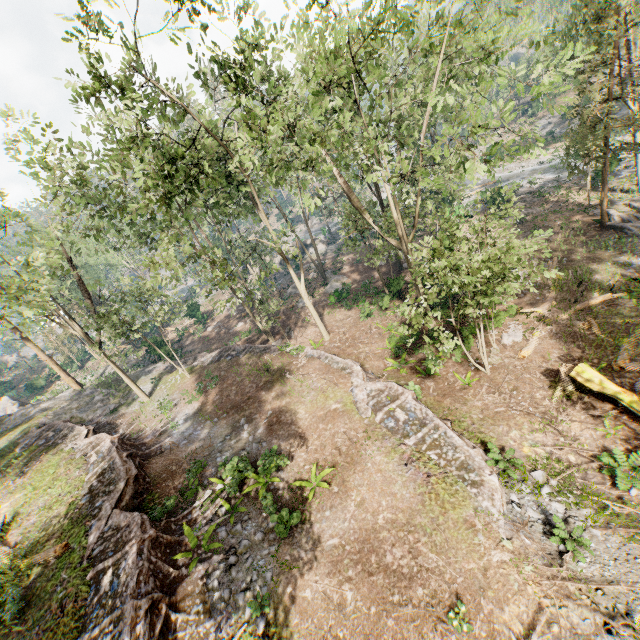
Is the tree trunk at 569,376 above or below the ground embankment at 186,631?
below

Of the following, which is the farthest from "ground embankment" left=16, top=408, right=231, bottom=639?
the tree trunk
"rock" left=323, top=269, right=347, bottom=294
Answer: "rock" left=323, top=269, right=347, bottom=294

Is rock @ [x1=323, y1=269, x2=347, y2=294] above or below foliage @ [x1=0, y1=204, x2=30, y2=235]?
below

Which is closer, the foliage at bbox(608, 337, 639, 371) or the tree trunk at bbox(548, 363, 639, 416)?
the tree trunk at bbox(548, 363, 639, 416)

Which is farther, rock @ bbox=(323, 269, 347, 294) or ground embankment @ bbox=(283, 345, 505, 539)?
rock @ bbox=(323, 269, 347, 294)

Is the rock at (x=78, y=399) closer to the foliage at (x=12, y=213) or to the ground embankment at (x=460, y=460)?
the foliage at (x=12, y=213)

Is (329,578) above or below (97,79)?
below

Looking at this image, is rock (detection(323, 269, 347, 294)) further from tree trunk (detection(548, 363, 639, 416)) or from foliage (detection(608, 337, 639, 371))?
tree trunk (detection(548, 363, 639, 416))
